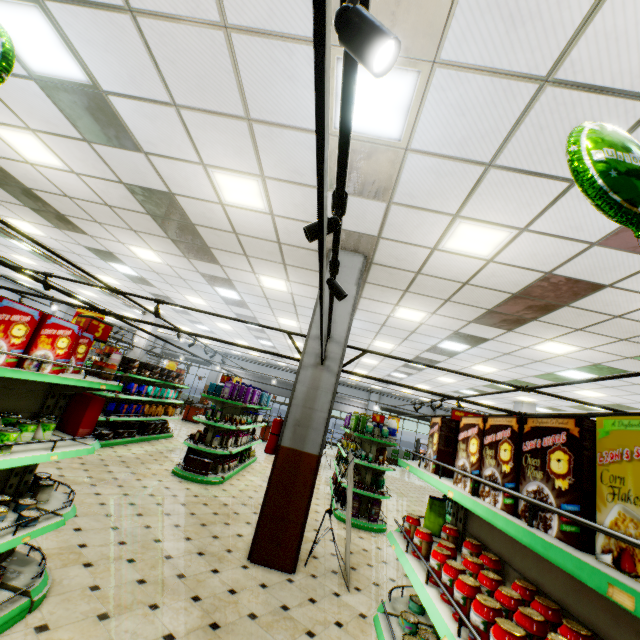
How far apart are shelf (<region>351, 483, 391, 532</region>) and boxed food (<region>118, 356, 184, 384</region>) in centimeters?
611cm

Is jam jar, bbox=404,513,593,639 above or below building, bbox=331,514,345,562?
above

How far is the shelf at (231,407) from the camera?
7.77m

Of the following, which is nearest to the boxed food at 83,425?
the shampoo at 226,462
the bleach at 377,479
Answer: the shampoo at 226,462

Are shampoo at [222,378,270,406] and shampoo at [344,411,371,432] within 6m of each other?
yes

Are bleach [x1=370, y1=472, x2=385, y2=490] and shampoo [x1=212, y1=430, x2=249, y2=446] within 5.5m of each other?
yes

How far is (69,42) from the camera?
3.2 meters

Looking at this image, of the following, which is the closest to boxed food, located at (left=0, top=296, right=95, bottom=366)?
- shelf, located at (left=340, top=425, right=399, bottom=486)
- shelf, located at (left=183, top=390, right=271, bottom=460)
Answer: shelf, located at (left=183, top=390, right=271, bottom=460)
